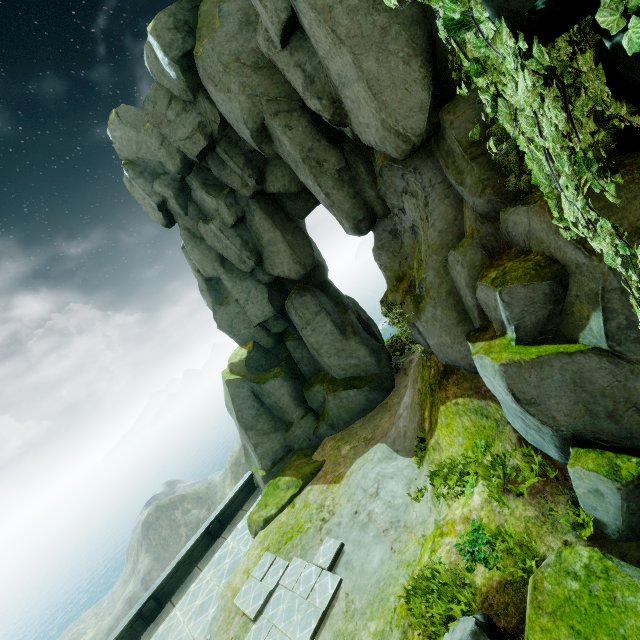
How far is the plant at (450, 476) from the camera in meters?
5.8

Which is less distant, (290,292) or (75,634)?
(290,292)

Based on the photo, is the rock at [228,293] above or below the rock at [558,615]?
above

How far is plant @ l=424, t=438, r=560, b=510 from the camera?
5.84m

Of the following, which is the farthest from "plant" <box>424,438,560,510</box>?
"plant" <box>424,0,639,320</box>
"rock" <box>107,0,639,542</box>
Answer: "plant" <box>424,0,639,320</box>

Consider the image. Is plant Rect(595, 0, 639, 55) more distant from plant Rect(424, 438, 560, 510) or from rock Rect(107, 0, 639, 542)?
plant Rect(424, 438, 560, 510)

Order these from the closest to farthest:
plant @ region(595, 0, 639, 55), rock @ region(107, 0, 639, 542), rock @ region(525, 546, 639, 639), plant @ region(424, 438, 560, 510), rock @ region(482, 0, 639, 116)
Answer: plant @ region(595, 0, 639, 55)
rock @ region(482, 0, 639, 116)
rock @ region(525, 546, 639, 639)
rock @ region(107, 0, 639, 542)
plant @ region(424, 438, 560, 510)
